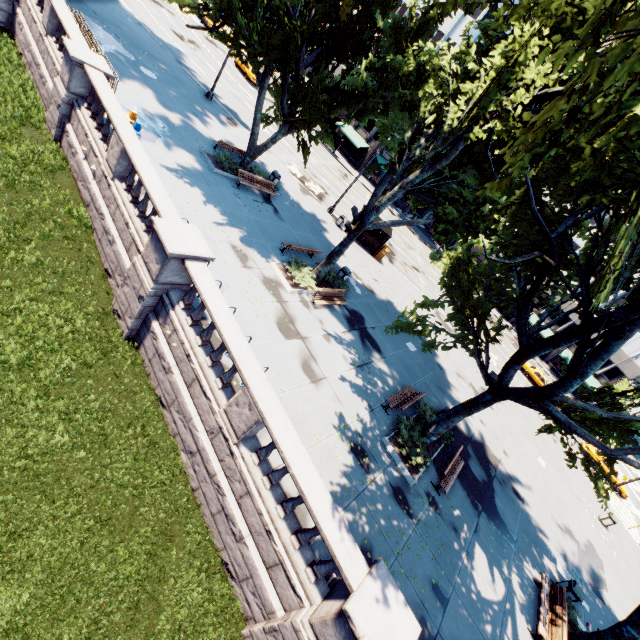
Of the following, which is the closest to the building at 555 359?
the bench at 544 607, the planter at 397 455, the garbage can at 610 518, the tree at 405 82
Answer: the tree at 405 82

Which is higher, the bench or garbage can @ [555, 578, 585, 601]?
garbage can @ [555, 578, 585, 601]

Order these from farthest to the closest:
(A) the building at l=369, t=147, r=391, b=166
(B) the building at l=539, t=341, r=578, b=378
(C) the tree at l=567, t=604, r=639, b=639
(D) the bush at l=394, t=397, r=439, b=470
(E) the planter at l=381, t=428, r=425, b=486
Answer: (A) the building at l=369, t=147, r=391, b=166 → (B) the building at l=539, t=341, r=578, b=378 → (D) the bush at l=394, t=397, r=439, b=470 → (E) the planter at l=381, t=428, r=425, b=486 → (C) the tree at l=567, t=604, r=639, b=639

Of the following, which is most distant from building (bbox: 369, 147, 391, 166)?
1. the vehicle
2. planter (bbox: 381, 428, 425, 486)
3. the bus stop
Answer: planter (bbox: 381, 428, 425, 486)

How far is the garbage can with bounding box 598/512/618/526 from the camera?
22.28m

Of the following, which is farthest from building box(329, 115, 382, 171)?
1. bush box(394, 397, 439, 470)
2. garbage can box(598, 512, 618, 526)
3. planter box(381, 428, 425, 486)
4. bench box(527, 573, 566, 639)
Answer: bush box(394, 397, 439, 470)

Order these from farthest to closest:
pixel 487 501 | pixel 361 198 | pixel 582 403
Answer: pixel 361 198, pixel 487 501, pixel 582 403

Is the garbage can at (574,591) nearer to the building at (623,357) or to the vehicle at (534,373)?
the vehicle at (534,373)
